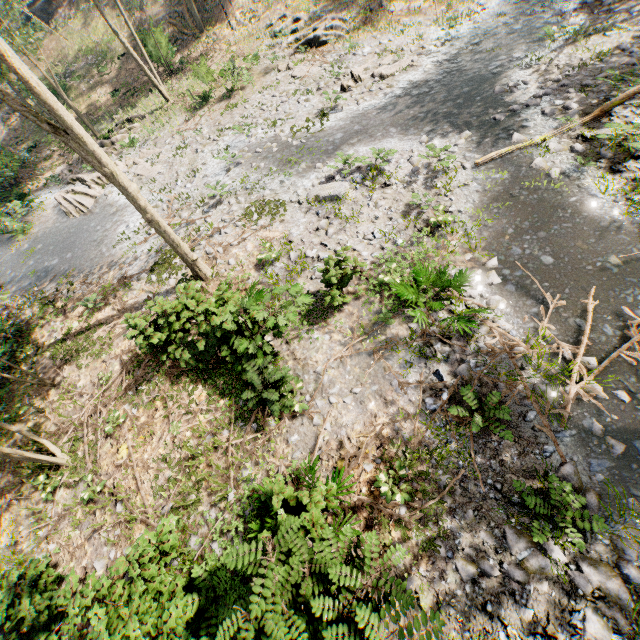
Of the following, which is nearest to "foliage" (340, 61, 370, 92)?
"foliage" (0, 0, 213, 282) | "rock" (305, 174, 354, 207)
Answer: "foliage" (0, 0, 213, 282)

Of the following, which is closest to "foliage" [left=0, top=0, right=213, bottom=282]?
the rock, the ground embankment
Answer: the ground embankment

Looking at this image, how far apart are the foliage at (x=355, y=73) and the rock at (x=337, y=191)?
6.3m

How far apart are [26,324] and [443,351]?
17.4 meters

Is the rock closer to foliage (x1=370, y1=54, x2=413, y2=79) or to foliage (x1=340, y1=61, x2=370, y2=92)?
foliage (x1=370, y1=54, x2=413, y2=79)

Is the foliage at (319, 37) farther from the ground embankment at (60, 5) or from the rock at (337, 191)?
the rock at (337, 191)

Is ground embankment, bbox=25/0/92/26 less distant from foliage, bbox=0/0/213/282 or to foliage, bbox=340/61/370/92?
foliage, bbox=0/0/213/282
